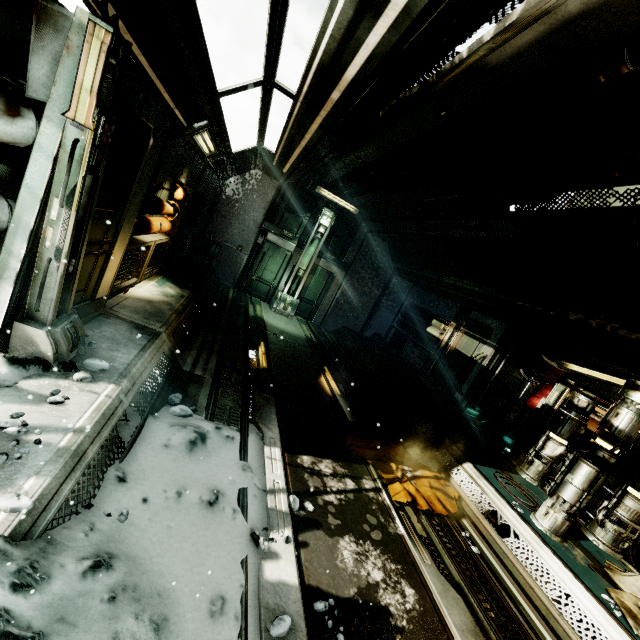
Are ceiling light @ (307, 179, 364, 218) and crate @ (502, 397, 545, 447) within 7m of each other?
no

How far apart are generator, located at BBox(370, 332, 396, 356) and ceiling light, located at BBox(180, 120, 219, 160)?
7.7 meters

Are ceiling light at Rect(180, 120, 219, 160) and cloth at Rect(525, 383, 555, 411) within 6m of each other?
no

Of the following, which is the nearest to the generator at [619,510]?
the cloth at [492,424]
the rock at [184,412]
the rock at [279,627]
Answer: the cloth at [492,424]

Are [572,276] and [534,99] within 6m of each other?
yes

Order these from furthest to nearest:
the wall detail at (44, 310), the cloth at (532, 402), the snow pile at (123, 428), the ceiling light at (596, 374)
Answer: the cloth at (532, 402), the ceiling light at (596, 374), the snow pile at (123, 428), the wall detail at (44, 310)

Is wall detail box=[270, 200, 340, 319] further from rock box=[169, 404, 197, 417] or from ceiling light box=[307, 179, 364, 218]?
rock box=[169, 404, 197, 417]

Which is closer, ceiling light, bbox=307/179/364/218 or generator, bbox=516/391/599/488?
generator, bbox=516/391/599/488
